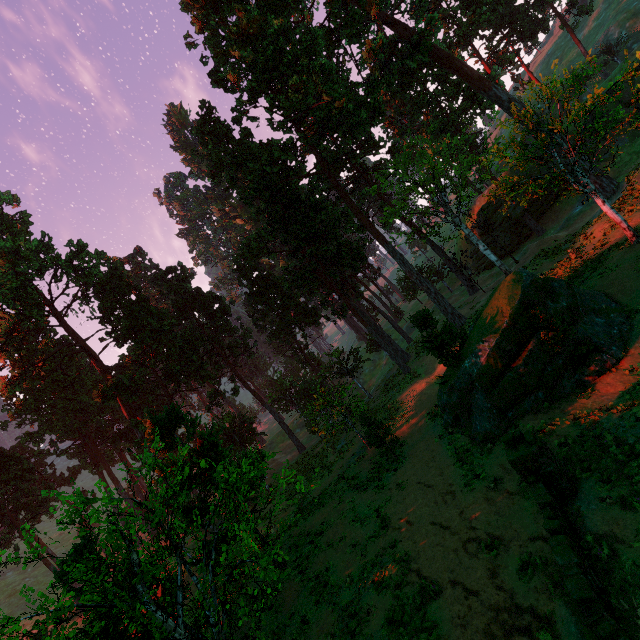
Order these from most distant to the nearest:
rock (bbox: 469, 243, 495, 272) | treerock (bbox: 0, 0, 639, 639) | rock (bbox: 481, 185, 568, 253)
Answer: rock (bbox: 469, 243, 495, 272)
rock (bbox: 481, 185, 568, 253)
treerock (bbox: 0, 0, 639, 639)

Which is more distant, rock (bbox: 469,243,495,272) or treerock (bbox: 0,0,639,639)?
rock (bbox: 469,243,495,272)

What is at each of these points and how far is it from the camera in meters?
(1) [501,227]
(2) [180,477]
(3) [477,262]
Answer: (1) rock, 40.9
(2) treerock, 10.4
(3) rock, 45.2

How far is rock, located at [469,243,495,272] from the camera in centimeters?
4269cm

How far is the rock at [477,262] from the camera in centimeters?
4269cm

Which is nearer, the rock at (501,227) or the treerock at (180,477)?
the treerock at (180,477)
